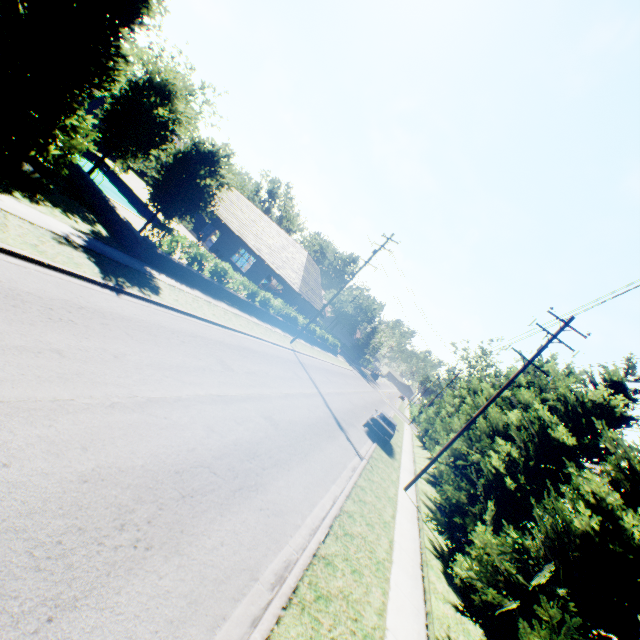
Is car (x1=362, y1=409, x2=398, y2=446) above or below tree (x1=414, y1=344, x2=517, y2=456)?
below

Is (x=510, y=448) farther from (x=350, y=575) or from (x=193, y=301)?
(x=193, y=301)

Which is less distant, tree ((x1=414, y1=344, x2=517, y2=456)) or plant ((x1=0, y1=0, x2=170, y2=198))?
plant ((x1=0, y1=0, x2=170, y2=198))

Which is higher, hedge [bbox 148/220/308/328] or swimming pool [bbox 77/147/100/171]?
hedge [bbox 148/220/308/328]

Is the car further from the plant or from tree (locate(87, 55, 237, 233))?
the plant

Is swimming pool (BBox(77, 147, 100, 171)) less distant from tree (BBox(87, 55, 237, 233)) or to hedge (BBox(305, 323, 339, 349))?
tree (BBox(87, 55, 237, 233))

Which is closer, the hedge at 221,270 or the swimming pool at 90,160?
the hedge at 221,270

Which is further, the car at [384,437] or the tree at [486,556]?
the car at [384,437]
